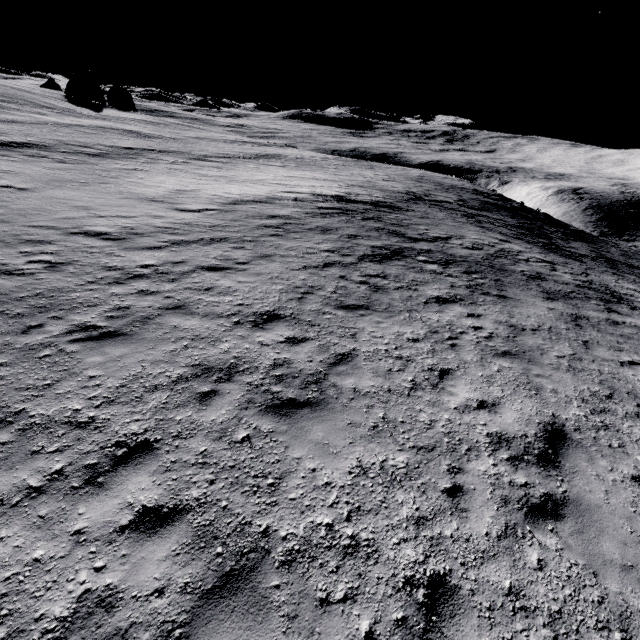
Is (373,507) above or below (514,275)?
above
